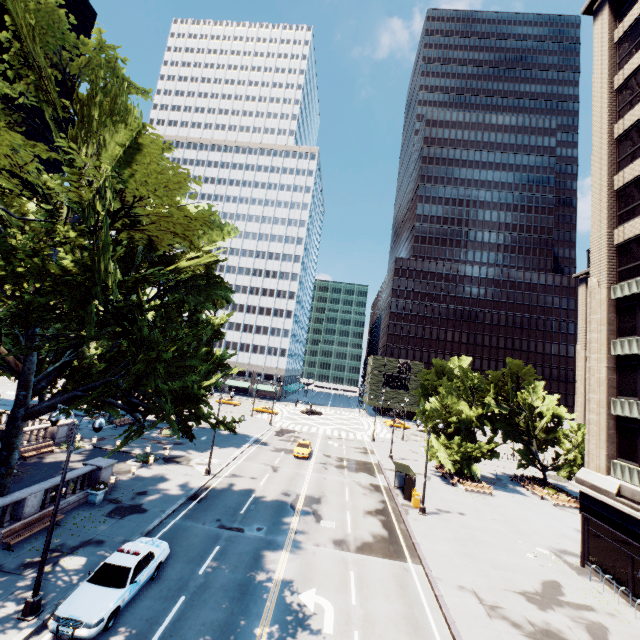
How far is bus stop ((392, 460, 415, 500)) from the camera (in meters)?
28.02

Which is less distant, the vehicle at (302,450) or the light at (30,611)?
the light at (30,611)

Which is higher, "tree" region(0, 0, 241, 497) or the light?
"tree" region(0, 0, 241, 497)

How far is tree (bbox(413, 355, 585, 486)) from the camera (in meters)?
34.91

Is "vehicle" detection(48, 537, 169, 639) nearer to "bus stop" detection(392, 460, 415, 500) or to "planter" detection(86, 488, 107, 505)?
"planter" detection(86, 488, 107, 505)

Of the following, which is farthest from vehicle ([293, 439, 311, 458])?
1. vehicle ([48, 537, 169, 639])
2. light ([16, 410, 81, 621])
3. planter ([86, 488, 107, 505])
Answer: light ([16, 410, 81, 621])

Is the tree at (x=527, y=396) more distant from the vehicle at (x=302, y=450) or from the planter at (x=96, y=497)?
the vehicle at (x=302, y=450)

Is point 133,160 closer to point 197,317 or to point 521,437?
point 197,317
